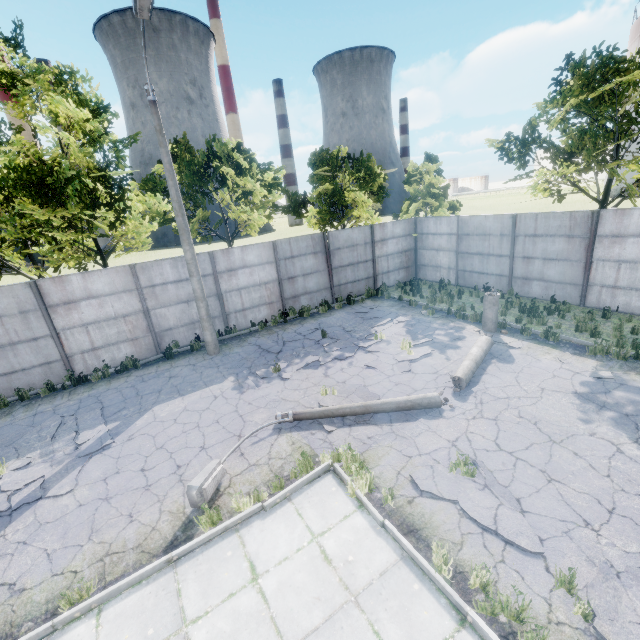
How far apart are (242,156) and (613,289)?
17.2m

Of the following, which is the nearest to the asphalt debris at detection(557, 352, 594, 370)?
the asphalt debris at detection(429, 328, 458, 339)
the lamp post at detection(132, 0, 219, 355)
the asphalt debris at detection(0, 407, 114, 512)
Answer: the asphalt debris at detection(429, 328, 458, 339)

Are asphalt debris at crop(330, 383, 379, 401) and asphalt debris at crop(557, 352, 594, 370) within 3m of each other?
no

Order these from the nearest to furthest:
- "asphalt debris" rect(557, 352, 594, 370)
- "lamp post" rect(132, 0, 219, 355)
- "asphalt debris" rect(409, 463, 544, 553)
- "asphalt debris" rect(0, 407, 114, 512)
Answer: "asphalt debris" rect(409, 463, 544, 553) → "asphalt debris" rect(0, 407, 114, 512) → "lamp post" rect(132, 0, 219, 355) → "asphalt debris" rect(557, 352, 594, 370)

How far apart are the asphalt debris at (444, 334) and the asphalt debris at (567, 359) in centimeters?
287cm

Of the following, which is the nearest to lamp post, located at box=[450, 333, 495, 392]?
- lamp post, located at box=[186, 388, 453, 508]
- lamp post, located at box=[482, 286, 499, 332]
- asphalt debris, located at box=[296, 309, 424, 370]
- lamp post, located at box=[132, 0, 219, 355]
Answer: lamp post, located at box=[186, 388, 453, 508]

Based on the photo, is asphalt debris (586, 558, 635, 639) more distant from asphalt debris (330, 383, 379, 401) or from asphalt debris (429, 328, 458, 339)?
asphalt debris (429, 328, 458, 339)

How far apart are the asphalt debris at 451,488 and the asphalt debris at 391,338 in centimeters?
497cm
